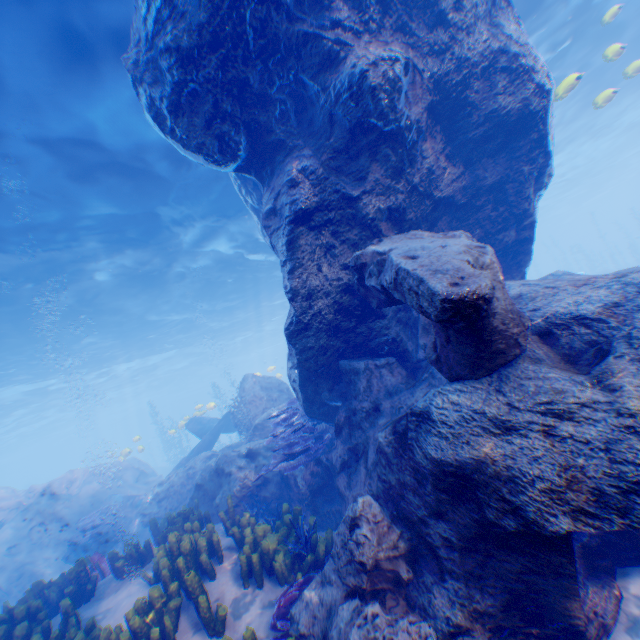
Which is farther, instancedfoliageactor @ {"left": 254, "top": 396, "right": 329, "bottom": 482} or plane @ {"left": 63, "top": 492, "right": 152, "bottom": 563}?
plane @ {"left": 63, "top": 492, "right": 152, "bottom": 563}

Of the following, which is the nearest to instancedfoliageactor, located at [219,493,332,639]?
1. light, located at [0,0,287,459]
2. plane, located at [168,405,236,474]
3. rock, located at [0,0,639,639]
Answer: Answer: rock, located at [0,0,639,639]

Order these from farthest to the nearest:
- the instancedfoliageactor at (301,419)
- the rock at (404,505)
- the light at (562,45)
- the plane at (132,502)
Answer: the plane at (132,502) → the light at (562,45) → the instancedfoliageactor at (301,419) → the rock at (404,505)

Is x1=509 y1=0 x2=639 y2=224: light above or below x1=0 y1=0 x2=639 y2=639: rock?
above

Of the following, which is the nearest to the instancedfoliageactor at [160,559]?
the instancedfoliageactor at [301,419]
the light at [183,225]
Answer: the instancedfoliageactor at [301,419]

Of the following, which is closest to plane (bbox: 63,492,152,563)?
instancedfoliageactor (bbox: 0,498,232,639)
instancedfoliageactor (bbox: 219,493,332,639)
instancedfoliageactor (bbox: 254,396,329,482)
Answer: instancedfoliageactor (bbox: 0,498,232,639)

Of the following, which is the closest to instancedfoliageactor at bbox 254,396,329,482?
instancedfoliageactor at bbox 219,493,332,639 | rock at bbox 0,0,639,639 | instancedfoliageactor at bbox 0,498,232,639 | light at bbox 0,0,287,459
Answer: rock at bbox 0,0,639,639

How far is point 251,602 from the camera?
4.7 meters
